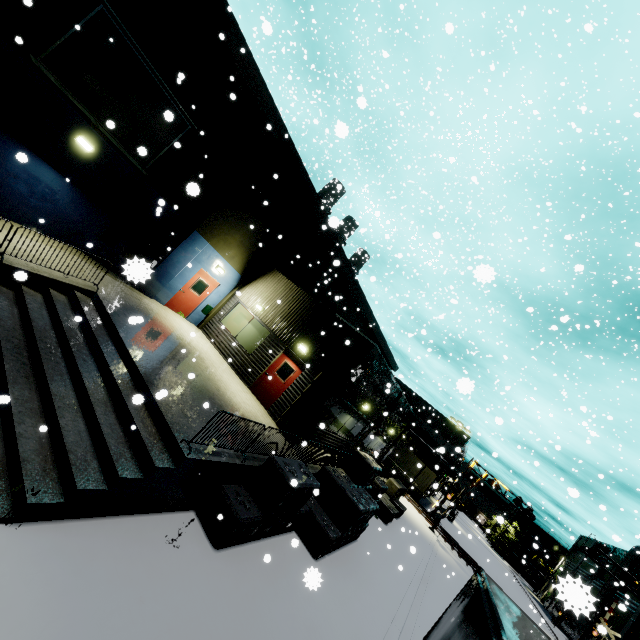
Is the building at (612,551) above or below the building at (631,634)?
above

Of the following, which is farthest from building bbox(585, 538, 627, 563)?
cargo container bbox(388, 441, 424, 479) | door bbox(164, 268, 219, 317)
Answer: cargo container bbox(388, 441, 424, 479)

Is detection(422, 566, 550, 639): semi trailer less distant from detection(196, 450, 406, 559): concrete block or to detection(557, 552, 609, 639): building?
detection(557, 552, 609, 639): building

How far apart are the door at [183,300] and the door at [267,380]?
5.2 meters

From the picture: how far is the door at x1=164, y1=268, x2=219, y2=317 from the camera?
15.28m

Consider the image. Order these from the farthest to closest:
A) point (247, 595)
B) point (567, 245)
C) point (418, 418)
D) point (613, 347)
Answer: point (418, 418), point (613, 347), point (567, 245), point (247, 595)

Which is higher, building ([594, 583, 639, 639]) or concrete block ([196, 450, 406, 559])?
building ([594, 583, 639, 639])

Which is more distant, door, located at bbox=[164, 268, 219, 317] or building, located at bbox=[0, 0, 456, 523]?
door, located at bbox=[164, 268, 219, 317]
